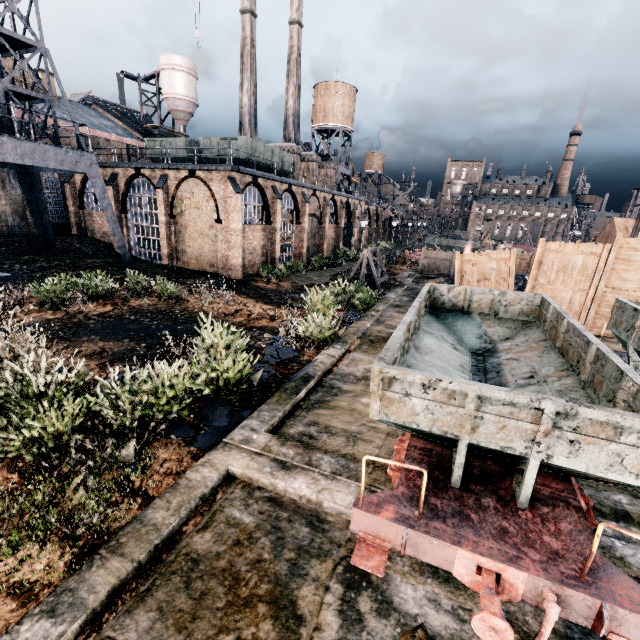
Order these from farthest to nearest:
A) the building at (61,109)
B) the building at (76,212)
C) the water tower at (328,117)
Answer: the water tower at (328,117) < the building at (61,109) < the building at (76,212)

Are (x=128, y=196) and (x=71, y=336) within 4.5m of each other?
no

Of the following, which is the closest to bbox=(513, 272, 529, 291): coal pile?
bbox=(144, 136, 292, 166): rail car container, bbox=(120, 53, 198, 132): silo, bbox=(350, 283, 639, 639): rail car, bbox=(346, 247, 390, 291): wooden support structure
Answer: bbox=(346, 247, 390, 291): wooden support structure

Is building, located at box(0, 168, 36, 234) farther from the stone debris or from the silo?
the stone debris

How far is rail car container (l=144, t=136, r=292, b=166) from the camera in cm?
2697

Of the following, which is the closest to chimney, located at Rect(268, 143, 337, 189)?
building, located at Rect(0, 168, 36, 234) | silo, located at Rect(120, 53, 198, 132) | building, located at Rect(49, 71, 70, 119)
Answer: building, located at Rect(49, 71, 70, 119)

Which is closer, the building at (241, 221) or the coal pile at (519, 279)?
the coal pile at (519, 279)

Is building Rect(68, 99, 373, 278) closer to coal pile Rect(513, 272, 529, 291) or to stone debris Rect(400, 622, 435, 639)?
coal pile Rect(513, 272, 529, 291)
